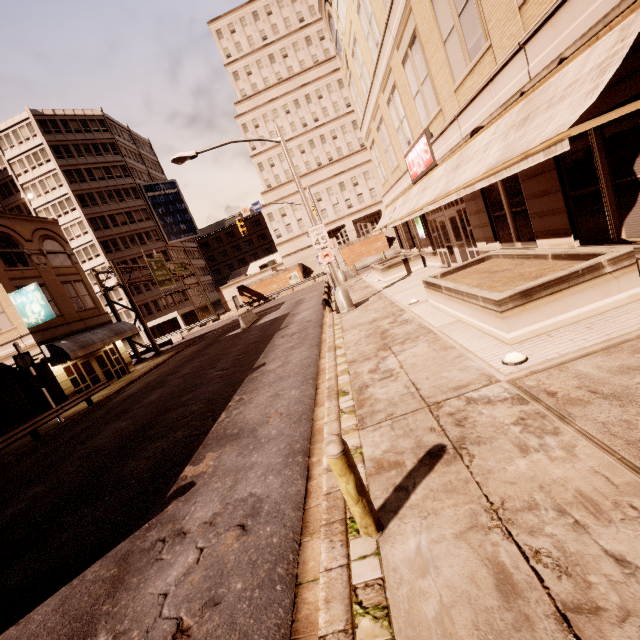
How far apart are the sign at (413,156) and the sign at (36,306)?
22.3 meters

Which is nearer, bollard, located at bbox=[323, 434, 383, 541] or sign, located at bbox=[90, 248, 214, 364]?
bollard, located at bbox=[323, 434, 383, 541]

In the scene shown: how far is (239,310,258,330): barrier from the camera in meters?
26.5 m

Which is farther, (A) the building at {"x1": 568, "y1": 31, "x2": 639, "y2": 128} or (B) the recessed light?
(B) the recessed light

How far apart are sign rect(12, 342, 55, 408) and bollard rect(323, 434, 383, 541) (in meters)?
19.94

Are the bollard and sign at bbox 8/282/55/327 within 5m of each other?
no

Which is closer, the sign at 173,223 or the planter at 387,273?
the planter at 387,273

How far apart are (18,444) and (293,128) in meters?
58.7 m
